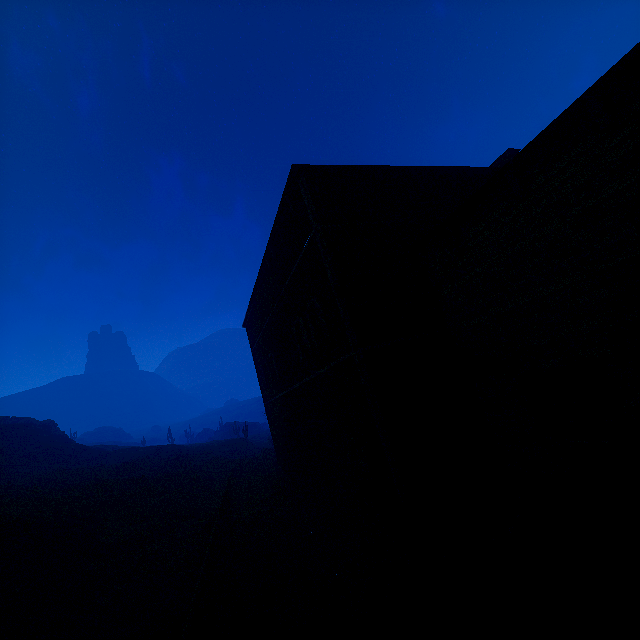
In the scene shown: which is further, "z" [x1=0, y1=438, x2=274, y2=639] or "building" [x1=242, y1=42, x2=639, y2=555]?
"z" [x1=0, y1=438, x2=274, y2=639]

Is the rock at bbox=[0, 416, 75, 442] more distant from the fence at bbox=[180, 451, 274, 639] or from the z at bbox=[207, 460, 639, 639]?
the fence at bbox=[180, 451, 274, 639]

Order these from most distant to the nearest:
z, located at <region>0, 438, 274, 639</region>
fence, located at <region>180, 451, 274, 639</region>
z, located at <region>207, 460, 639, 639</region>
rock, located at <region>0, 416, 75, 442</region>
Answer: rock, located at <region>0, 416, 75, 442</region> < z, located at <region>0, 438, 274, 639</region> < fence, located at <region>180, 451, 274, 639</region> < z, located at <region>207, 460, 639, 639</region>

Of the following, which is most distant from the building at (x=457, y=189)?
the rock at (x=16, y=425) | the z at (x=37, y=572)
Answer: the rock at (x=16, y=425)

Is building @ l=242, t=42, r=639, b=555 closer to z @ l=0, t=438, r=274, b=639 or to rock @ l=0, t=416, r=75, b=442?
z @ l=0, t=438, r=274, b=639

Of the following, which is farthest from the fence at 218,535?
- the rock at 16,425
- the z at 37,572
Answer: the rock at 16,425

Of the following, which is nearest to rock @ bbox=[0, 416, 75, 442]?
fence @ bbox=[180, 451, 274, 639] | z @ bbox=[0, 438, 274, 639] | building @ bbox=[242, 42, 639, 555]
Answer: z @ bbox=[0, 438, 274, 639]

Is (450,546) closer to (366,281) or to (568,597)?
(568,597)
